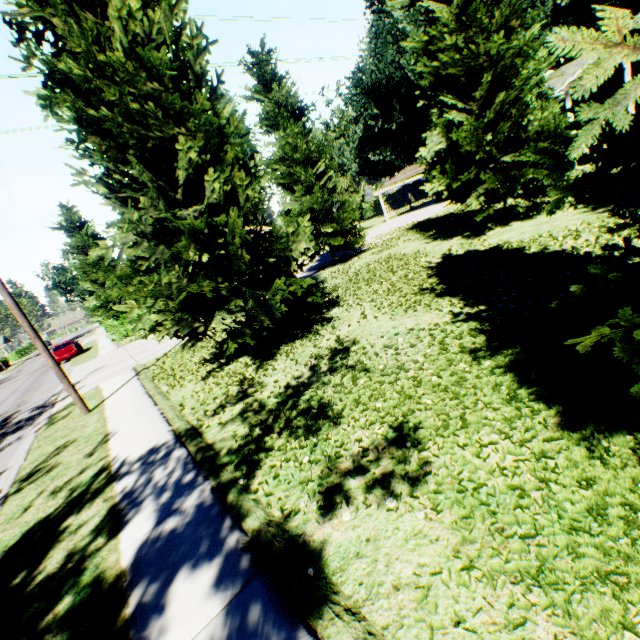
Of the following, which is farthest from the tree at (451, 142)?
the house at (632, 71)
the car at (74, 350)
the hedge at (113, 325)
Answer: the house at (632, 71)

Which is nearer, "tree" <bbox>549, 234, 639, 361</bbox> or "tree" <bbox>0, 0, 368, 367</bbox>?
"tree" <bbox>549, 234, 639, 361</bbox>

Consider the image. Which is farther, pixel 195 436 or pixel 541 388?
pixel 195 436

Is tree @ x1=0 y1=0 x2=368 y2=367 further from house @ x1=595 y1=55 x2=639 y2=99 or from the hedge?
house @ x1=595 y1=55 x2=639 y2=99

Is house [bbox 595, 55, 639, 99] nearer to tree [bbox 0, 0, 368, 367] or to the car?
tree [bbox 0, 0, 368, 367]

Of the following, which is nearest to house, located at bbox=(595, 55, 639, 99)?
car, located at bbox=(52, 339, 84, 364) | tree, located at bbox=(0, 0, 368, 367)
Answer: tree, located at bbox=(0, 0, 368, 367)

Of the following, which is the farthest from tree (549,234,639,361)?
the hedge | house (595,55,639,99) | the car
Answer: house (595,55,639,99)
